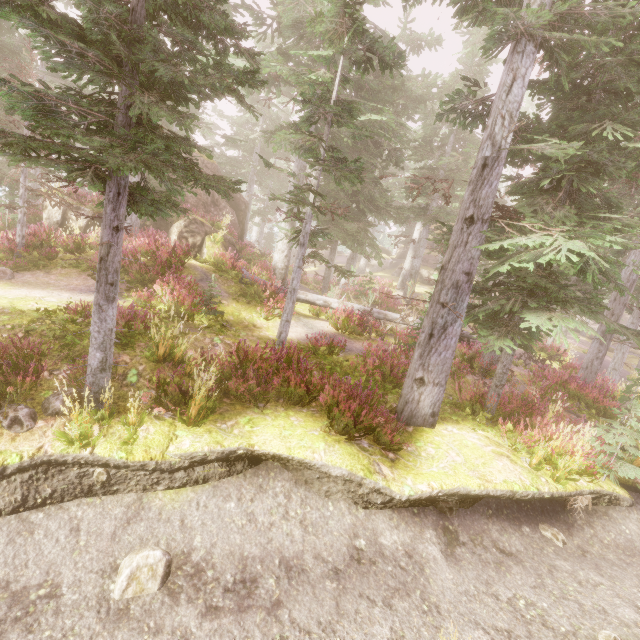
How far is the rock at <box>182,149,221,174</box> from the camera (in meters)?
20.39

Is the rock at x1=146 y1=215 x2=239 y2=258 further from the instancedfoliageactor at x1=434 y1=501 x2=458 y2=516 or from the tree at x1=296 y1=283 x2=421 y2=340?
the tree at x1=296 y1=283 x2=421 y2=340

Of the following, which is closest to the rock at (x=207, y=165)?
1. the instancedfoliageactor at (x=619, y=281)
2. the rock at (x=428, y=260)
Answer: the instancedfoliageactor at (x=619, y=281)

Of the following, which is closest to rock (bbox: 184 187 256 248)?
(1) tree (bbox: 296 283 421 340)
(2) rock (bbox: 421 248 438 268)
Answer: (1) tree (bbox: 296 283 421 340)

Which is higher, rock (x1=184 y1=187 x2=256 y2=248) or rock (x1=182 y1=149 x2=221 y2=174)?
rock (x1=182 y1=149 x2=221 y2=174)

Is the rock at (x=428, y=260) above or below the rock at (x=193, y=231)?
above

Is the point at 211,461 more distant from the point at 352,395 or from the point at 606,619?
the point at 606,619

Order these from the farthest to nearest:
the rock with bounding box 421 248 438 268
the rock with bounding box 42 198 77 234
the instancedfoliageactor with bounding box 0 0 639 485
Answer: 1. the rock with bounding box 421 248 438 268
2. the rock with bounding box 42 198 77 234
3. the instancedfoliageactor with bounding box 0 0 639 485
